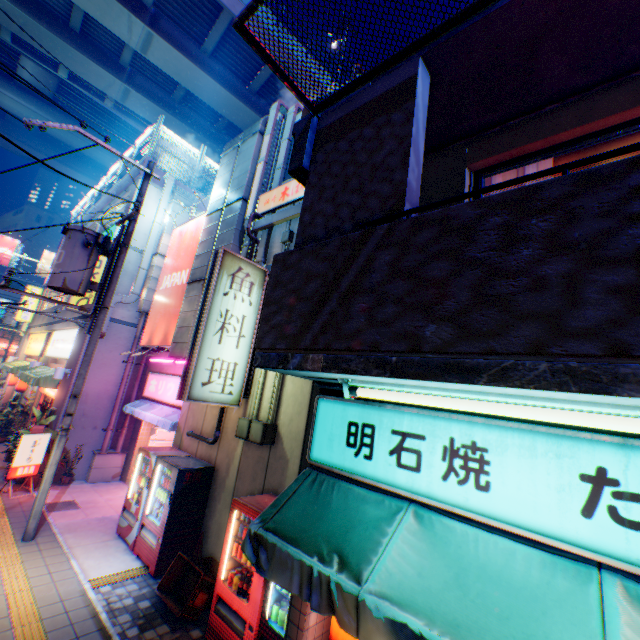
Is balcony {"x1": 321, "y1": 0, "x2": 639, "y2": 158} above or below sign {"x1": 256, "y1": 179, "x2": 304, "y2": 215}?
below

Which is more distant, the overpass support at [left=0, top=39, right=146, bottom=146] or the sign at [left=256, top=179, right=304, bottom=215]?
the overpass support at [left=0, top=39, right=146, bottom=146]

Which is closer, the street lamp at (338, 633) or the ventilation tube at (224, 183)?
the street lamp at (338, 633)

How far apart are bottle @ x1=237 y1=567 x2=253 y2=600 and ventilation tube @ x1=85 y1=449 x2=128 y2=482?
9.0 meters

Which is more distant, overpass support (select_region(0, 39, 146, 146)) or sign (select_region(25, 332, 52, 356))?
overpass support (select_region(0, 39, 146, 146))

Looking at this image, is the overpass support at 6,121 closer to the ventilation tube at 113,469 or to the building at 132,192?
the building at 132,192

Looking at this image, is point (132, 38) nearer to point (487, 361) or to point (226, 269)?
point (226, 269)

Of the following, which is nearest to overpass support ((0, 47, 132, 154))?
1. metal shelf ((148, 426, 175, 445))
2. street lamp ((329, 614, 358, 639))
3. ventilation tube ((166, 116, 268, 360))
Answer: street lamp ((329, 614, 358, 639))
